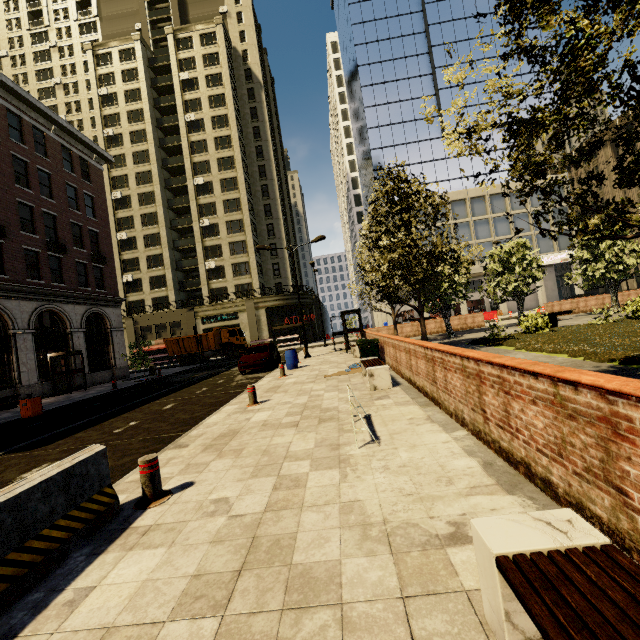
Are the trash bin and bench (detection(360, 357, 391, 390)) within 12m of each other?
no

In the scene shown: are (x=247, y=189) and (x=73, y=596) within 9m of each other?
no

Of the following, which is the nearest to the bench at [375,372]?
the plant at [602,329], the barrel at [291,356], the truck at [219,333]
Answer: the plant at [602,329]

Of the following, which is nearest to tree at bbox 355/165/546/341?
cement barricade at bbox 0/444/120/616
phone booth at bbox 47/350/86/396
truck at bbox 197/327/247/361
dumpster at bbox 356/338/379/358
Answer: dumpster at bbox 356/338/379/358

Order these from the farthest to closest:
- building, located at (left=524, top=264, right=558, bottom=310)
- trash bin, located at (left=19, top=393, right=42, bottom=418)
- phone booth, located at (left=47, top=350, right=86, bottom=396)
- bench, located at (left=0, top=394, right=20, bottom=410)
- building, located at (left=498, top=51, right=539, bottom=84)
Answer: building, located at (left=498, top=51, right=539, bottom=84)
building, located at (left=524, top=264, right=558, bottom=310)
phone booth, located at (left=47, top=350, right=86, bottom=396)
bench, located at (left=0, top=394, right=20, bottom=410)
trash bin, located at (left=19, top=393, right=42, bottom=418)

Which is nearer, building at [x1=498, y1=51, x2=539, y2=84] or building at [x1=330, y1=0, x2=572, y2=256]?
building at [x1=330, y1=0, x2=572, y2=256]

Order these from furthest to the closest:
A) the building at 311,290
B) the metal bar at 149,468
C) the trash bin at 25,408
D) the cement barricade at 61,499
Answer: the building at 311,290 → the trash bin at 25,408 → the metal bar at 149,468 → the cement barricade at 61,499

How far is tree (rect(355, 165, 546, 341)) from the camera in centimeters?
1235cm
